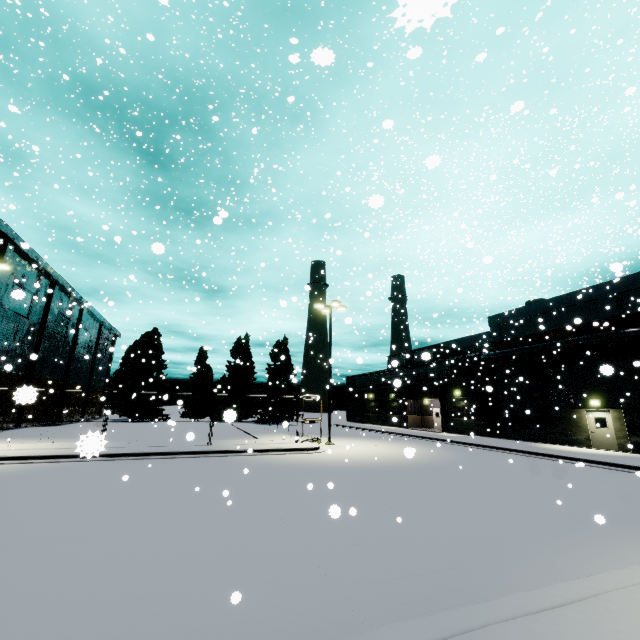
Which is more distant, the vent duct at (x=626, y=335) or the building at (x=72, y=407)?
the building at (x=72, y=407)

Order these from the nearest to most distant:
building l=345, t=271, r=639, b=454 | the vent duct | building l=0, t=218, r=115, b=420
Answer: the vent duct, building l=345, t=271, r=639, b=454, building l=0, t=218, r=115, b=420

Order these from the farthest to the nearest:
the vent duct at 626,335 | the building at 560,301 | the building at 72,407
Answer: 1. the building at 72,407
2. the building at 560,301
3. the vent duct at 626,335

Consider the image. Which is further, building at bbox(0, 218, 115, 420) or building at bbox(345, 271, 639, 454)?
building at bbox(0, 218, 115, 420)

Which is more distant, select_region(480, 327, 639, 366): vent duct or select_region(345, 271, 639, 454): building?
select_region(345, 271, 639, 454): building

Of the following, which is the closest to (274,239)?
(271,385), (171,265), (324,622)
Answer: (171,265)
